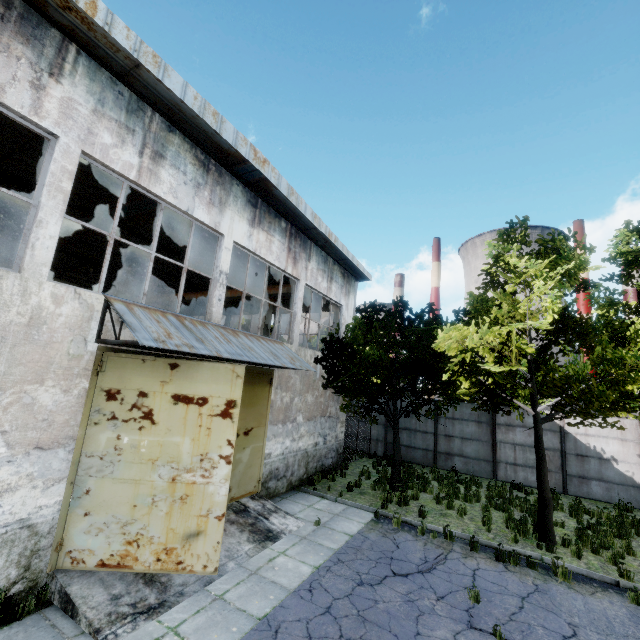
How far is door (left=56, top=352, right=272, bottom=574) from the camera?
5.84m

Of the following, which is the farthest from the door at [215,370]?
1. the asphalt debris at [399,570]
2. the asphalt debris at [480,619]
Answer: the asphalt debris at [480,619]

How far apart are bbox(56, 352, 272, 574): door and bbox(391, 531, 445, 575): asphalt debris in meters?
3.9 m

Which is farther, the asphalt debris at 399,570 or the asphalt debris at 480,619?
the asphalt debris at 399,570

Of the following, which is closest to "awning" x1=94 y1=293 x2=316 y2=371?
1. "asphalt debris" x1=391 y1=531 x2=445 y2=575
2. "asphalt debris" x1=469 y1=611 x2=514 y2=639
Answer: "asphalt debris" x1=391 y1=531 x2=445 y2=575

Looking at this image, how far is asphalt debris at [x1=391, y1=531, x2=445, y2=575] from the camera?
7.38m

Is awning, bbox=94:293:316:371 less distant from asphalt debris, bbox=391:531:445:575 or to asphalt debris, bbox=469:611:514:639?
asphalt debris, bbox=391:531:445:575

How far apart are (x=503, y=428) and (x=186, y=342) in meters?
16.7
